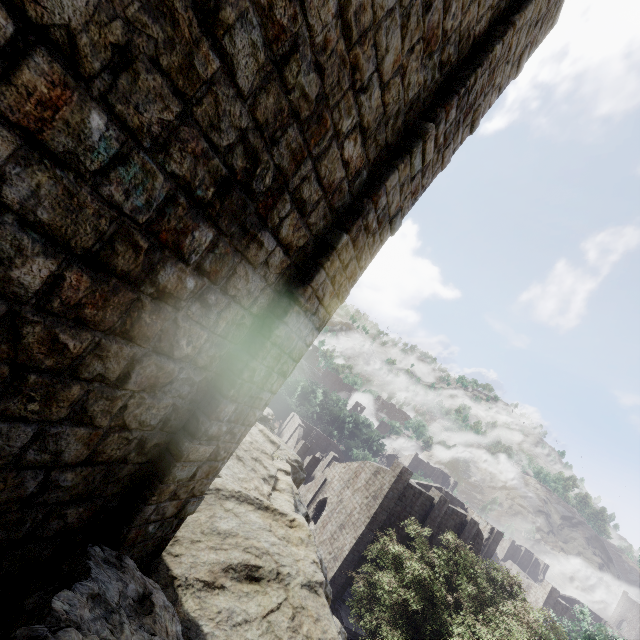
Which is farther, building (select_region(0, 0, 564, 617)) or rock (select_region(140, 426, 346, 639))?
rock (select_region(140, 426, 346, 639))

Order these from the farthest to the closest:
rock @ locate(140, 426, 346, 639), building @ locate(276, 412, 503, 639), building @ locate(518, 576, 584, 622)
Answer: building @ locate(518, 576, 584, 622) < building @ locate(276, 412, 503, 639) < rock @ locate(140, 426, 346, 639)

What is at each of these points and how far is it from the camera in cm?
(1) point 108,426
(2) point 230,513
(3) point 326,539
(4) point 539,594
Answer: (1) building, 343
(2) rock, 709
(3) building, 3006
(4) building, 4081

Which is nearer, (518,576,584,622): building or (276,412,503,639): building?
(276,412,503,639): building

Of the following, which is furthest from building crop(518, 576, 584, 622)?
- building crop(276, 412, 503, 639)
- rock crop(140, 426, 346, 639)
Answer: building crop(276, 412, 503, 639)

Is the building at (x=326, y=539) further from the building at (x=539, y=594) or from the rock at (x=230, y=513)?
the rock at (x=230, y=513)
